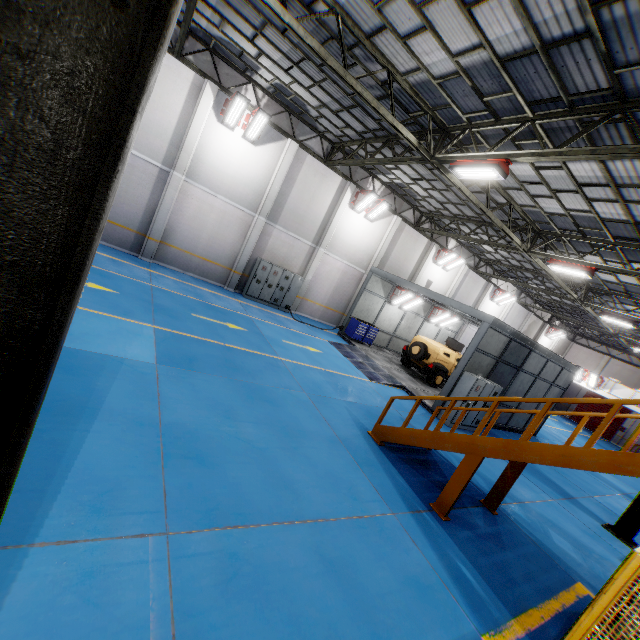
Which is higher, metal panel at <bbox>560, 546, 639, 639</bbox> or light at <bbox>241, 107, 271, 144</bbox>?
light at <bbox>241, 107, 271, 144</bbox>

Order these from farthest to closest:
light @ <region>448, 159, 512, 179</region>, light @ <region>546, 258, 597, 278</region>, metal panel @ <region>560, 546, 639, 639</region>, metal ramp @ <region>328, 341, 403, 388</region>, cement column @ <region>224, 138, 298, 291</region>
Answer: cement column @ <region>224, 138, 298, 291</region>, metal ramp @ <region>328, 341, 403, 388</region>, light @ <region>546, 258, 597, 278</region>, light @ <region>448, 159, 512, 179</region>, metal panel @ <region>560, 546, 639, 639</region>

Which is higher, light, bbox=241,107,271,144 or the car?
light, bbox=241,107,271,144

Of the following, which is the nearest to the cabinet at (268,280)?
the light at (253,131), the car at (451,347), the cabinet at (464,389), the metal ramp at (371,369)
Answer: the metal ramp at (371,369)

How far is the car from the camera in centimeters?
1647cm

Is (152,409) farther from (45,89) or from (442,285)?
(442,285)

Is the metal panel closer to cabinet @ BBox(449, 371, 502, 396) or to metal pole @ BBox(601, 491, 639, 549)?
metal pole @ BBox(601, 491, 639, 549)

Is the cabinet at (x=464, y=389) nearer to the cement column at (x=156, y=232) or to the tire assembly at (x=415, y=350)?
the tire assembly at (x=415, y=350)
